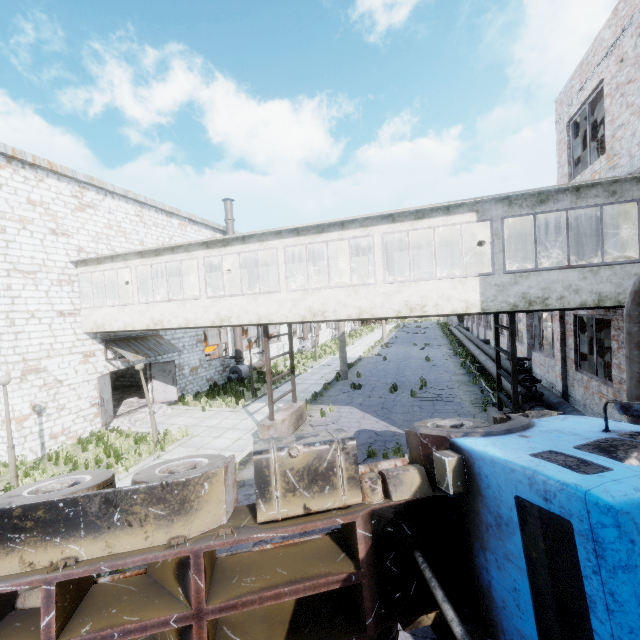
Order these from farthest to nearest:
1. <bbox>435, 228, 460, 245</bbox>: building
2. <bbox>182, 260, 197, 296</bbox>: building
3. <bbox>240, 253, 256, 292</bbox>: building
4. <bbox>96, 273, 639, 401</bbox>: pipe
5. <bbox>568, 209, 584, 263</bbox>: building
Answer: <bbox>182, 260, 197, 296</bbox>: building → <bbox>240, 253, 256, 292</bbox>: building → <bbox>435, 228, 460, 245</bbox>: building → <bbox>568, 209, 584, 263</bbox>: building → <bbox>96, 273, 639, 401</bbox>: pipe

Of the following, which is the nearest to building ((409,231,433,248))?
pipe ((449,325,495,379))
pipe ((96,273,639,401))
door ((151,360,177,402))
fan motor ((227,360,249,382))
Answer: pipe ((96,273,639,401))

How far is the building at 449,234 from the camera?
12.1 meters

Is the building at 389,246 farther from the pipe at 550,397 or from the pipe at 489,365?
the pipe at 489,365

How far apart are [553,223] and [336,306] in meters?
8.2

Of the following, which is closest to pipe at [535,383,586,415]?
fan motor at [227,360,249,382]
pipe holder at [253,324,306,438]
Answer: pipe holder at [253,324,306,438]

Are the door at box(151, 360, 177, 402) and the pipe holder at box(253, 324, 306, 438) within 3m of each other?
no

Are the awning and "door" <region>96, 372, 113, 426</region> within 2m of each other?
yes
